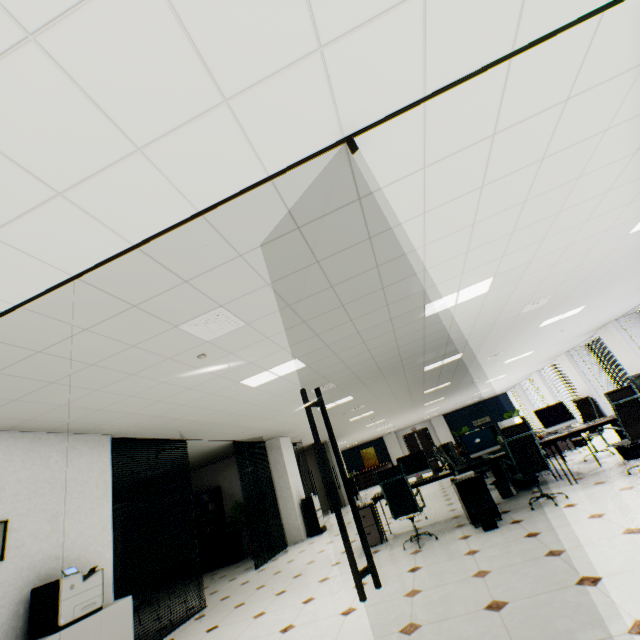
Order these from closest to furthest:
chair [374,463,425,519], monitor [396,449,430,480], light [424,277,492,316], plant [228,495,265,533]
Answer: light [424,277,492,316] → chair [374,463,425,519] → monitor [396,449,430,480] → plant [228,495,265,533]

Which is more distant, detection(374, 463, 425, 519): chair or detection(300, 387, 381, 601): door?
detection(374, 463, 425, 519): chair

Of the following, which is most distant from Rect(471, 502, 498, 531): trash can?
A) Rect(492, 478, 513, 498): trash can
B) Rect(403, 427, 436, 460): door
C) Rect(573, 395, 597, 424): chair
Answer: Rect(403, 427, 436, 460): door

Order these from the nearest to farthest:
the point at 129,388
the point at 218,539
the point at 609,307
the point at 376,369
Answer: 1. the point at 129,388
2. the point at 376,369
3. the point at 609,307
4. the point at 218,539

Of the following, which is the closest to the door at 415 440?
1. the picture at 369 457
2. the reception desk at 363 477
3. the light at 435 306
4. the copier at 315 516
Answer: the reception desk at 363 477

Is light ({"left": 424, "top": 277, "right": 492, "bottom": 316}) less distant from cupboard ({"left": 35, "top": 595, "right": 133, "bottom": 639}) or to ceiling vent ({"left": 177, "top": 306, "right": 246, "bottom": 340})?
ceiling vent ({"left": 177, "top": 306, "right": 246, "bottom": 340})

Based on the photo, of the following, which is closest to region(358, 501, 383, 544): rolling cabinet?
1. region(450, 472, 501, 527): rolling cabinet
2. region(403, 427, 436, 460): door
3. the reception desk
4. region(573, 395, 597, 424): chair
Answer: region(450, 472, 501, 527): rolling cabinet

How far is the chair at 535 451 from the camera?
4.9m
